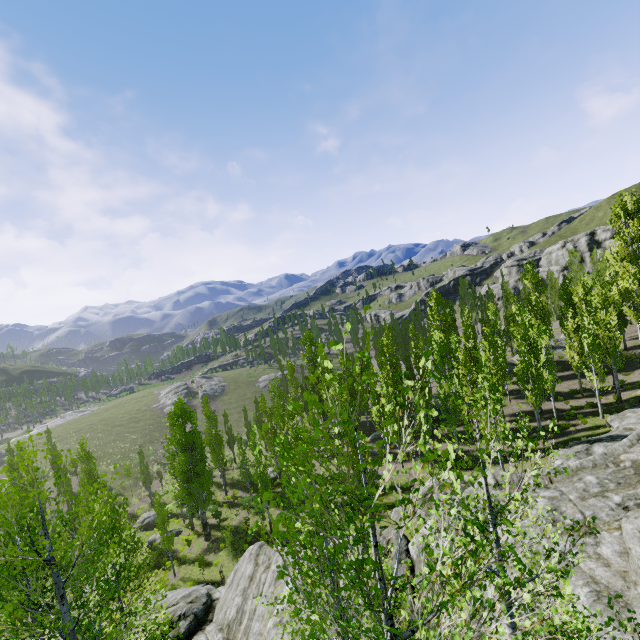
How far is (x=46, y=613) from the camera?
6.77m

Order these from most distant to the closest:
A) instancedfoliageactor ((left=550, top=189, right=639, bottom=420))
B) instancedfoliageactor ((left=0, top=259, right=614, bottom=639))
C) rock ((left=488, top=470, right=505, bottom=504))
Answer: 1. instancedfoliageactor ((left=550, top=189, right=639, bottom=420))
2. rock ((left=488, top=470, right=505, bottom=504))
3. instancedfoliageactor ((left=0, top=259, right=614, bottom=639))

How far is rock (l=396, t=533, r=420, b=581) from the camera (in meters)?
11.98

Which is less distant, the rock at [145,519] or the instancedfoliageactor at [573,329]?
the instancedfoliageactor at [573,329]

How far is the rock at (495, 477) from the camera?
11.8m

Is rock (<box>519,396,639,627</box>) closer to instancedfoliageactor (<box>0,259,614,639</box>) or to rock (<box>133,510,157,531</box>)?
instancedfoliageactor (<box>0,259,614,639</box>)

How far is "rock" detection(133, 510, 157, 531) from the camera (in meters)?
36.87
